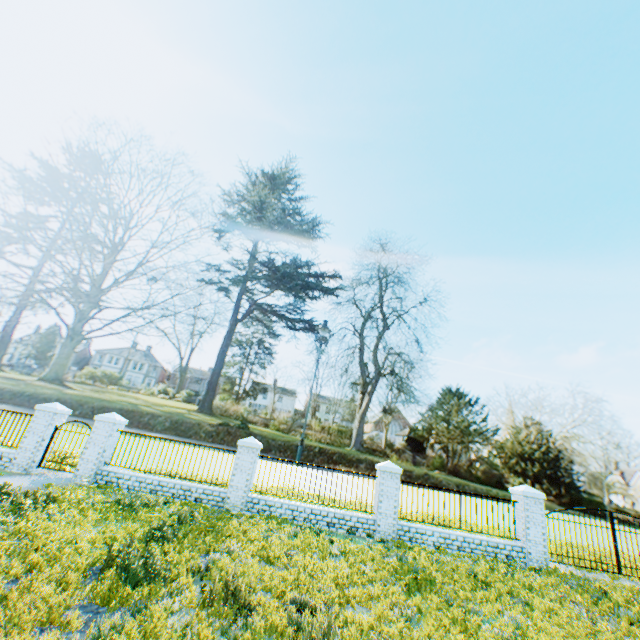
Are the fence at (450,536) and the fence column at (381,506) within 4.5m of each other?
yes

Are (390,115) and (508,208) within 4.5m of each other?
no

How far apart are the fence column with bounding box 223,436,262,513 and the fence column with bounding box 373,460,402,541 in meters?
4.6

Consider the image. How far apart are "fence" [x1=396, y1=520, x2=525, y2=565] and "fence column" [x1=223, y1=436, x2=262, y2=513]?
5.4 meters

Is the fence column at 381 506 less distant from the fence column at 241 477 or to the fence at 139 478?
the fence column at 241 477

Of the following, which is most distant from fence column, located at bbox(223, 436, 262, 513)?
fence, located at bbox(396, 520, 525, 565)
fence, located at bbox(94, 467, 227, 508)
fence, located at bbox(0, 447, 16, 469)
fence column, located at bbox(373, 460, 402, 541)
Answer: fence, located at bbox(0, 447, 16, 469)

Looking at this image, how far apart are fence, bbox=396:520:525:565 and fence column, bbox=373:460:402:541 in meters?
0.1

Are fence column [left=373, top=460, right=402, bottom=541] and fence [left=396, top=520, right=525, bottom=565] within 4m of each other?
yes
